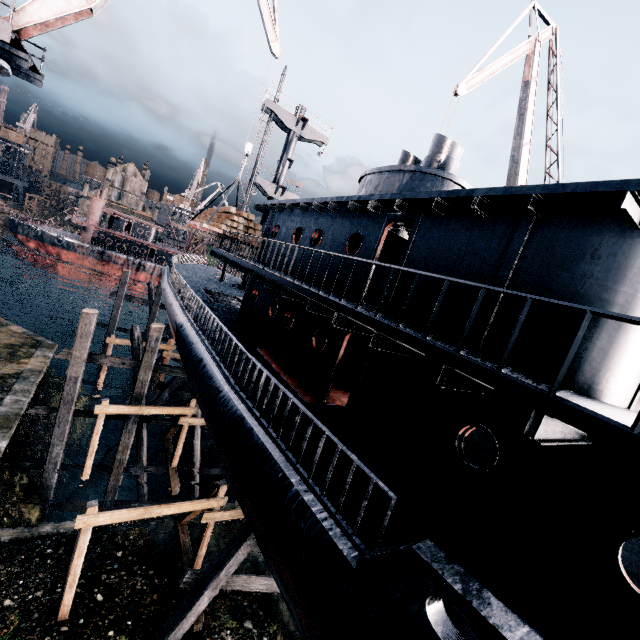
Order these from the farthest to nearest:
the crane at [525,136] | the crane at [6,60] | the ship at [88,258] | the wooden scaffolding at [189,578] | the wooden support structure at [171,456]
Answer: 1. the ship at [88,258]
2. the crane at [525,136]
3. the wooden support structure at [171,456]
4. the crane at [6,60]
5. the wooden scaffolding at [189,578]

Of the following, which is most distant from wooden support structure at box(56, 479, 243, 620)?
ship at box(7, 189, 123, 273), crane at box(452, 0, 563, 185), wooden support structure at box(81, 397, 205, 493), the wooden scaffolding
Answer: ship at box(7, 189, 123, 273)

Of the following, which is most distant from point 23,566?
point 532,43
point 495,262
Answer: point 532,43

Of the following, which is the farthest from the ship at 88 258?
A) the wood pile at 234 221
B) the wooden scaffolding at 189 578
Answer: the wooden scaffolding at 189 578

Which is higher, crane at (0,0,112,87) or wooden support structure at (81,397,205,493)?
crane at (0,0,112,87)

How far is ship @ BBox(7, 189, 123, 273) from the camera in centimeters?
5591cm

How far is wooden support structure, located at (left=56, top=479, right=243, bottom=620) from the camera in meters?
9.3 m

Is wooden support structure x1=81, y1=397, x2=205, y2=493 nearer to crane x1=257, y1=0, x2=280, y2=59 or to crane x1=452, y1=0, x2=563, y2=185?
crane x1=257, y1=0, x2=280, y2=59
